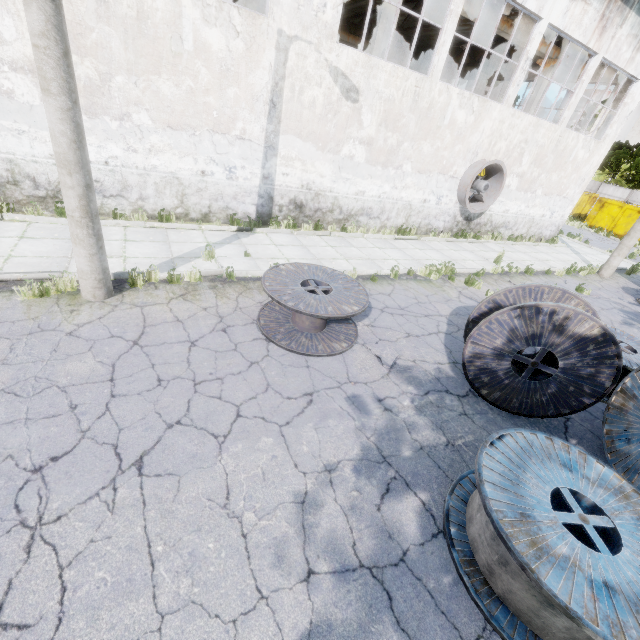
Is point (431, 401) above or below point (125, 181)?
below

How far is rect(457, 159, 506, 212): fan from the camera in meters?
13.4

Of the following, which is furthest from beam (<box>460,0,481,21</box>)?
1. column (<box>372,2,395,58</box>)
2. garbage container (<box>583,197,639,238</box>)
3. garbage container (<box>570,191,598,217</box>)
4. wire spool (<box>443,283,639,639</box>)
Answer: garbage container (<box>570,191,598,217</box>)

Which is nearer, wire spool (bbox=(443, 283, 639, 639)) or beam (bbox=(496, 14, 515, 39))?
wire spool (bbox=(443, 283, 639, 639))

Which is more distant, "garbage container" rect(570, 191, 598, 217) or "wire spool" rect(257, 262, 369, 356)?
"garbage container" rect(570, 191, 598, 217)

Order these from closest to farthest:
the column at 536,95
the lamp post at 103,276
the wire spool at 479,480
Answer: the wire spool at 479,480
the lamp post at 103,276
the column at 536,95

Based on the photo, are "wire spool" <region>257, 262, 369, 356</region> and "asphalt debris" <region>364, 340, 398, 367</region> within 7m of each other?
yes

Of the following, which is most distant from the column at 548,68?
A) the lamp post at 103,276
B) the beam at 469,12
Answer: the lamp post at 103,276
